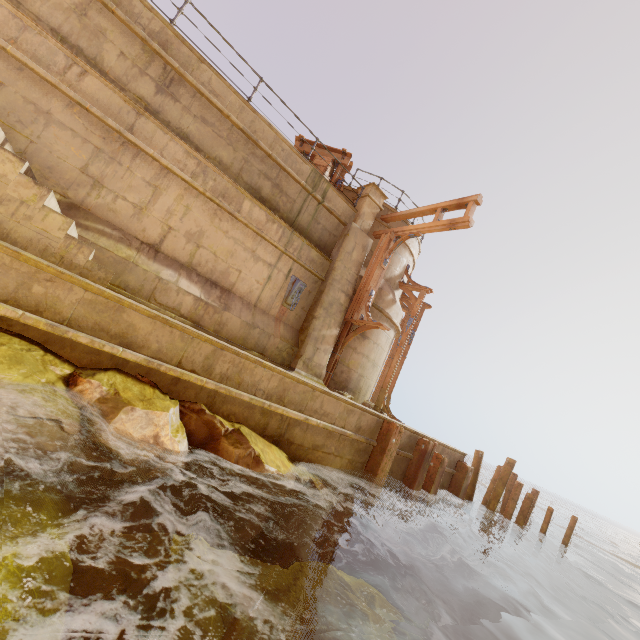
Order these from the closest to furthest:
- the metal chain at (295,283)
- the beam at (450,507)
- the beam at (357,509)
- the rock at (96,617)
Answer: the rock at (96,617) < the beam at (357,509) < the metal chain at (295,283) < the beam at (450,507)

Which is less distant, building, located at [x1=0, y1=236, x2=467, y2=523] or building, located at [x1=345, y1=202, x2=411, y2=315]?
building, located at [x1=0, y1=236, x2=467, y2=523]

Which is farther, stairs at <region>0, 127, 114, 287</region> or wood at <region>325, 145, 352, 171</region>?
wood at <region>325, 145, 352, 171</region>

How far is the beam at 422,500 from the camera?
8.66m

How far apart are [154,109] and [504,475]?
14.33m

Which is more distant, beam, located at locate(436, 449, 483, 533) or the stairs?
beam, located at locate(436, 449, 483, 533)

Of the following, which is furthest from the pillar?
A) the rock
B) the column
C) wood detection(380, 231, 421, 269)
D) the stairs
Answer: the stairs

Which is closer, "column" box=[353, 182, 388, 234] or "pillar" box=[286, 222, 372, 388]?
"pillar" box=[286, 222, 372, 388]
